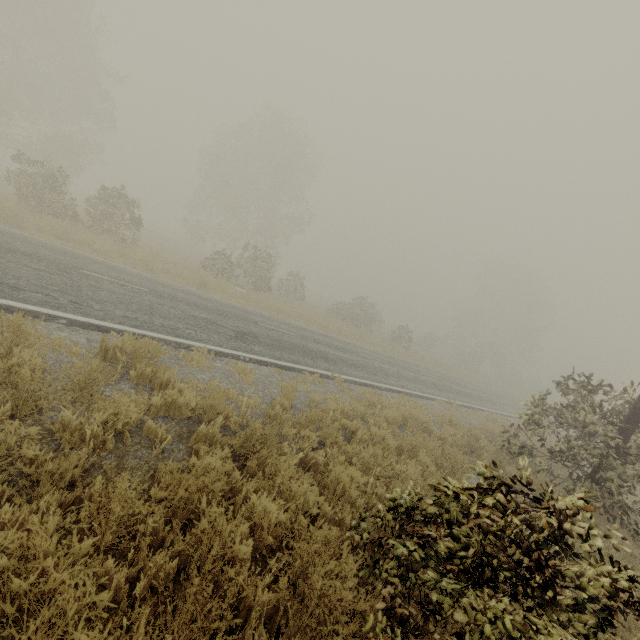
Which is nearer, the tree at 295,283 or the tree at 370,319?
the tree at 295,283

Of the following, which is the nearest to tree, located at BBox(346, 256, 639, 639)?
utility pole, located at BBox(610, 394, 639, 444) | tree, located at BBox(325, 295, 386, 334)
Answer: utility pole, located at BBox(610, 394, 639, 444)

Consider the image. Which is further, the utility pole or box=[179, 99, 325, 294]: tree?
box=[179, 99, 325, 294]: tree

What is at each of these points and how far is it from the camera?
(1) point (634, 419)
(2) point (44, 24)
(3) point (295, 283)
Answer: (1) utility pole, 7.3 meters
(2) tree, 23.2 meters
(3) tree, 30.3 meters

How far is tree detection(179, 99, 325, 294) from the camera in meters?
24.4

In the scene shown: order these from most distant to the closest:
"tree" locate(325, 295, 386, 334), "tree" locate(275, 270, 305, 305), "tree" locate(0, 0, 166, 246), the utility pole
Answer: "tree" locate(325, 295, 386, 334) → "tree" locate(275, 270, 305, 305) → "tree" locate(0, 0, 166, 246) → the utility pole

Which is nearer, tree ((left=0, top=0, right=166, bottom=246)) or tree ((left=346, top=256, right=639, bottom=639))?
tree ((left=346, top=256, right=639, bottom=639))

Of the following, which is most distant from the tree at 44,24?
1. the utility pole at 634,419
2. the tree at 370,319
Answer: the tree at 370,319
